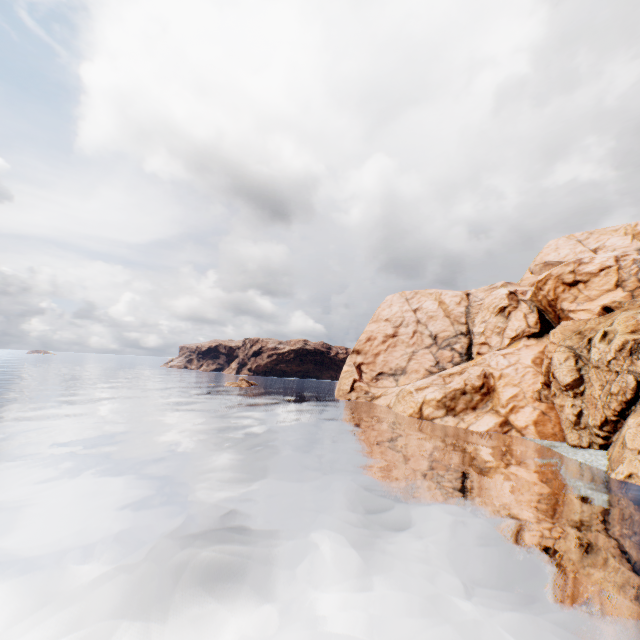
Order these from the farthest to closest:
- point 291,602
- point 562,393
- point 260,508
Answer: point 562,393 → point 260,508 → point 291,602
